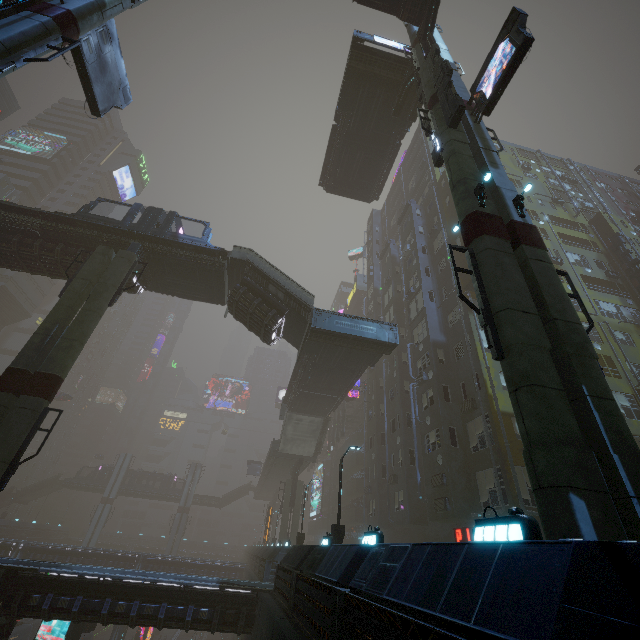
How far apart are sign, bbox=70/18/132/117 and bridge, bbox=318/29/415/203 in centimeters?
Answer: 1300cm

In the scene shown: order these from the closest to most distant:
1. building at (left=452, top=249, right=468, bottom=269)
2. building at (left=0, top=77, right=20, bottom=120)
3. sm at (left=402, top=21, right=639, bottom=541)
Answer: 1. sm at (left=402, top=21, right=639, bottom=541)
2. building at (left=452, top=249, right=468, bottom=269)
3. building at (left=0, top=77, right=20, bottom=120)

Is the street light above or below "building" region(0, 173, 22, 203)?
below

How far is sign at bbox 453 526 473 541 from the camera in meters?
18.2 m

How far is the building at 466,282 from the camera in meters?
23.9

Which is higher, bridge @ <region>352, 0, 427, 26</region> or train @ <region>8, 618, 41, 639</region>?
bridge @ <region>352, 0, 427, 26</region>

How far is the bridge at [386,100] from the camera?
21.3 meters

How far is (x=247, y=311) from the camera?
22.0m
